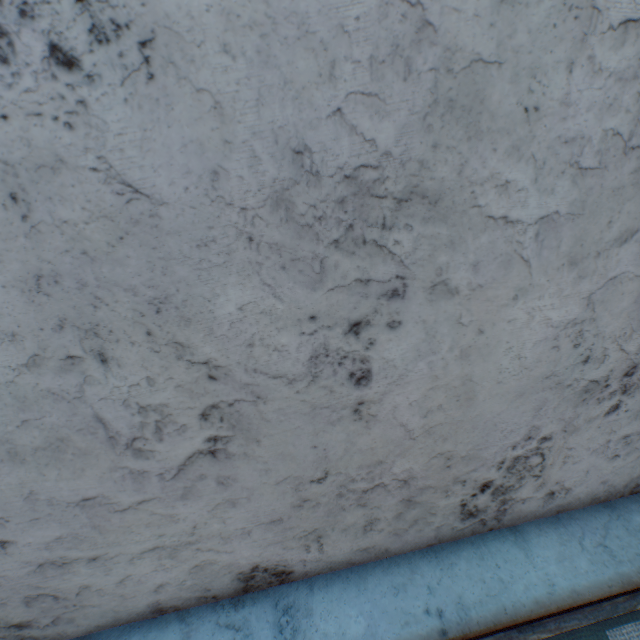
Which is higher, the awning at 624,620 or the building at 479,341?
the building at 479,341

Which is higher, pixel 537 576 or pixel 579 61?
pixel 579 61

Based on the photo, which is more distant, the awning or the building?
the awning

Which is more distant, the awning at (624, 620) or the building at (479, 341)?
the awning at (624, 620)

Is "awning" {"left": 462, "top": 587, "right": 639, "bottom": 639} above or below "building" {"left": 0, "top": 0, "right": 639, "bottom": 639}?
below
